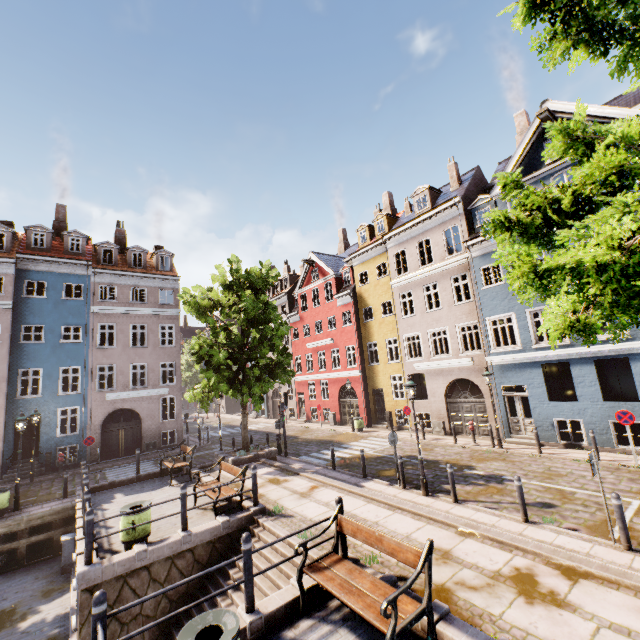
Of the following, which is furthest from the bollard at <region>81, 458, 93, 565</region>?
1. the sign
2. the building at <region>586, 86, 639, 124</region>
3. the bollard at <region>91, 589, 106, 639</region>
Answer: the sign

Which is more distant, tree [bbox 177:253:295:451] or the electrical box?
tree [bbox 177:253:295:451]

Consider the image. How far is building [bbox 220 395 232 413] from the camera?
48.2m

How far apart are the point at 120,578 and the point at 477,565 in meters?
7.6 m

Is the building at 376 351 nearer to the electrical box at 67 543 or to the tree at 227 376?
the tree at 227 376

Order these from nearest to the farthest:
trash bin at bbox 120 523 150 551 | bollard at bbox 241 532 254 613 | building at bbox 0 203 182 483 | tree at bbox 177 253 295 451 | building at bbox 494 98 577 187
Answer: bollard at bbox 241 532 254 613
trash bin at bbox 120 523 150 551
building at bbox 494 98 577 187
tree at bbox 177 253 295 451
building at bbox 0 203 182 483

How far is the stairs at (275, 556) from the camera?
7.4 meters
